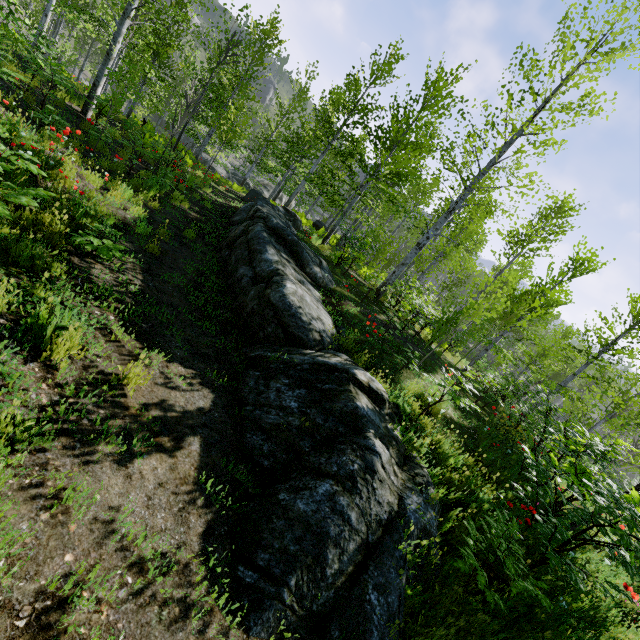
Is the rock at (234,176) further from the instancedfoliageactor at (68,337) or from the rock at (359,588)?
the rock at (359,588)

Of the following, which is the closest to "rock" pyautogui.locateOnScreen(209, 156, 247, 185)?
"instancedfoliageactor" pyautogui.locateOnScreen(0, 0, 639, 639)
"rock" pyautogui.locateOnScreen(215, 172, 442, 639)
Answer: "instancedfoliageactor" pyautogui.locateOnScreen(0, 0, 639, 639)

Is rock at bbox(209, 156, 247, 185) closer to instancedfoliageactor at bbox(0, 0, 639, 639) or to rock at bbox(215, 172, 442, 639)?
instancedfoliageactor at bbox(0, 0, 639, 639)

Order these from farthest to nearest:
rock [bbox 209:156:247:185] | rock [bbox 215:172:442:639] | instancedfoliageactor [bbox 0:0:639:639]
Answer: rock [bbox 209:156:247:185] → instancedfoliageactor [bbox 0:0:639:639] → rock [bbox 215:172:442:639]

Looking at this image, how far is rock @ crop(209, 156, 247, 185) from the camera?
35.7m

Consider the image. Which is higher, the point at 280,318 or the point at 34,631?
the point at 280,318

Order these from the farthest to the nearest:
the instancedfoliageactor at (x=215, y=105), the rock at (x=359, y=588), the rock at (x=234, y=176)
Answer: the rock at (x=234, y=176) < the instancedfoliageactor at (x=215, y=105) < the rock at (x=359, y=588)
